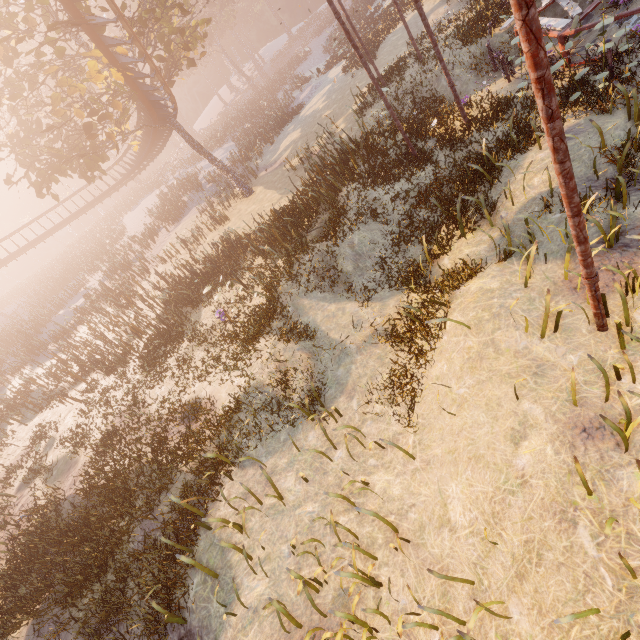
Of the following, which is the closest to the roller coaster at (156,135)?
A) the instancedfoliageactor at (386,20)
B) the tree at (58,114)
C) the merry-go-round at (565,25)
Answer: the tree at (58,114)

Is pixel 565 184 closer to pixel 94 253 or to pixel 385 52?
pixel 385 52

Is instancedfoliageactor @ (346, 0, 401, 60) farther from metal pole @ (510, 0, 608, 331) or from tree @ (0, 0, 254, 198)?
metal pole @ (510, 0, 608, 331)

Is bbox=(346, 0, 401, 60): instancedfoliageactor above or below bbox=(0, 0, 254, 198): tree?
below

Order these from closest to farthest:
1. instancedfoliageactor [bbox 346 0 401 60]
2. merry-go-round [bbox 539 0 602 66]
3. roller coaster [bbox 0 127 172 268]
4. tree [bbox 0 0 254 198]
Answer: merry-go-round [bbox 539 0 602 66], tree [bbox 0 0 254 198], instancedfoliageactor [bbox 346 0 401 60], roller coaster [bbox 0 127 172 268]

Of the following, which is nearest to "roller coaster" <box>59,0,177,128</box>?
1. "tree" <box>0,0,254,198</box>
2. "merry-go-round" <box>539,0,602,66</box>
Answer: "tree" <box>0,0,254,198</box>

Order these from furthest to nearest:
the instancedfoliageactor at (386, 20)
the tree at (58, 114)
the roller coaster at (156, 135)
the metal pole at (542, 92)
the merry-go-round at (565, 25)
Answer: the roller coaster at (156, 135) < the instancedfoliageactor at (386, 20) < the tree at (58, 114) < the merry-go-round at (565, 25) < the metal pole at (542, 92)

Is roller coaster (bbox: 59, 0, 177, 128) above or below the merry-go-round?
above
